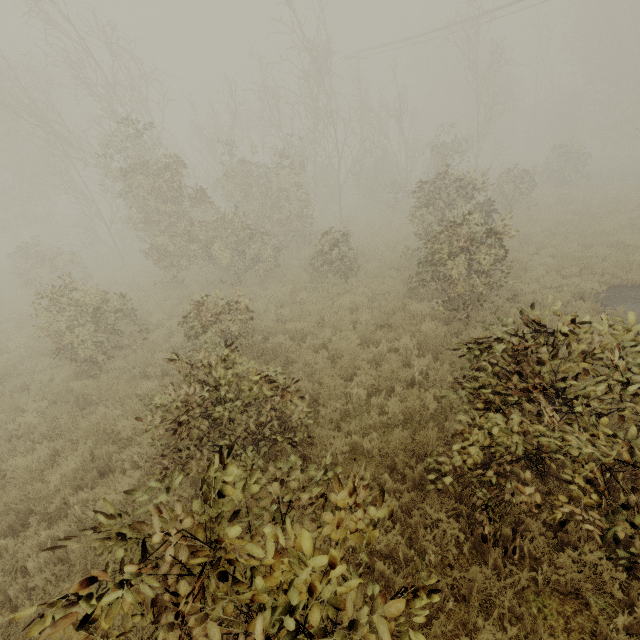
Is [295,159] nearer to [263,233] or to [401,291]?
[263,233]
